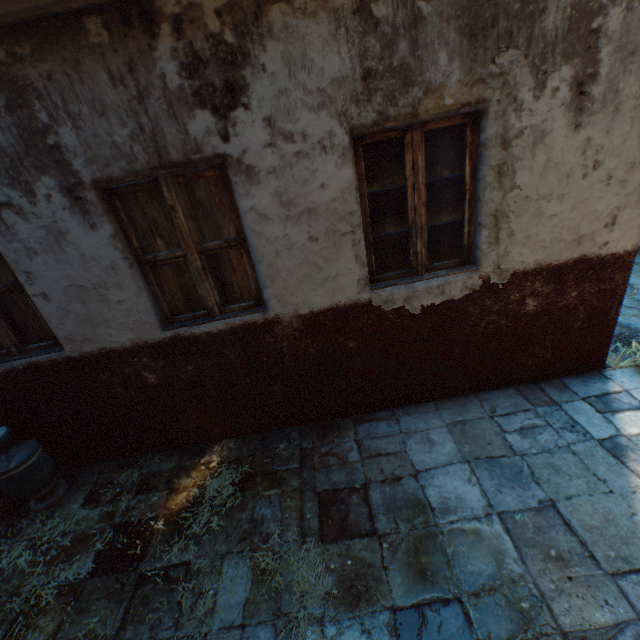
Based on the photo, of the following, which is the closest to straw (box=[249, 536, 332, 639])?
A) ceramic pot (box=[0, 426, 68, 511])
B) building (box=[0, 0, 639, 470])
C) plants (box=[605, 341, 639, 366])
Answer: building (box=[0, 0, 639, 470])

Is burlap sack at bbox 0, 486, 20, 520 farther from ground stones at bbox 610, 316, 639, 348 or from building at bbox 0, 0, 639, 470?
ground stones at bbox 610, 316, 639, 348

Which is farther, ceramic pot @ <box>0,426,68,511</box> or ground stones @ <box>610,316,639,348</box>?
ground stones @ <box>610,316,639,348</box>

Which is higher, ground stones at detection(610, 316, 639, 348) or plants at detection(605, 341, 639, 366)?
plants at detection(605, 341, 639, 366)

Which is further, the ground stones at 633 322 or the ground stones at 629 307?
the ground stones at 629 307

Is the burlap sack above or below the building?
below

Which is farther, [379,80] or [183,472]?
[183,472]

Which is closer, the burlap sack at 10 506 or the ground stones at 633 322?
the burlap sack at 10 506
